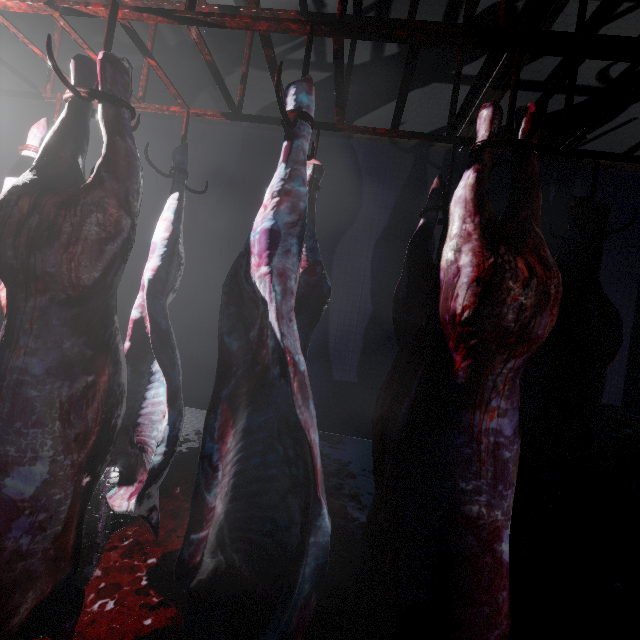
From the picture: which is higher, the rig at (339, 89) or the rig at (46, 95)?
the rig at (46, 95)

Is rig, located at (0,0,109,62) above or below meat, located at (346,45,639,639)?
above

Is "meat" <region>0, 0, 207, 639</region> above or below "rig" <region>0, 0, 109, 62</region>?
below

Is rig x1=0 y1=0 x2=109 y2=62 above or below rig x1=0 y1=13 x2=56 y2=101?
below

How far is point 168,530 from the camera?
2.1m

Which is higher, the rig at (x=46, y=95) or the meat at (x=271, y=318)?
the rig at (x=46, y=95)
